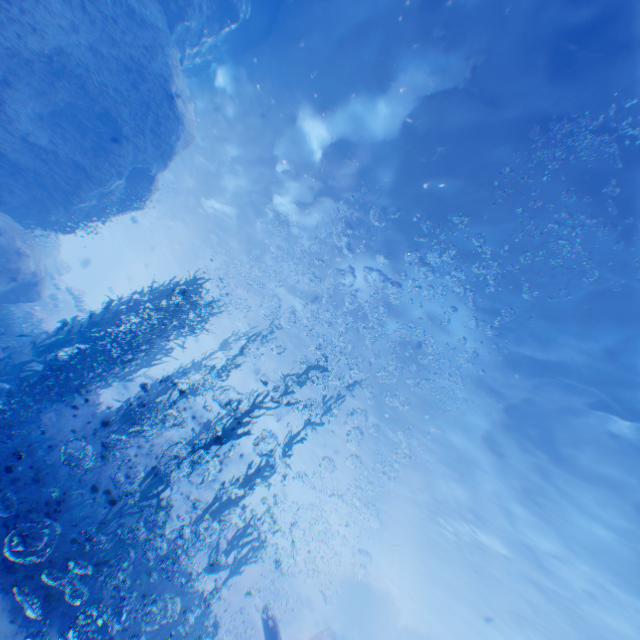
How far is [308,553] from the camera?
30.2m

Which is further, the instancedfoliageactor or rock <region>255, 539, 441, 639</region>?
rock <region>255, 539, 441, 639</region>

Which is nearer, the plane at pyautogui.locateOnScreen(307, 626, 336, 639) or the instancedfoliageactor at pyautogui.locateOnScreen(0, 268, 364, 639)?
the instancedfoliageactor at pyautogui.locateOnScreen(0, 268, 364, 639)

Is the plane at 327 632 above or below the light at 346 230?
below

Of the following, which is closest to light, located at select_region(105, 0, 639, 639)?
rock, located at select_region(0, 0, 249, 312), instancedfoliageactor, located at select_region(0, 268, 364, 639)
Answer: rock, located at select_region(0, 0, 249, 312)

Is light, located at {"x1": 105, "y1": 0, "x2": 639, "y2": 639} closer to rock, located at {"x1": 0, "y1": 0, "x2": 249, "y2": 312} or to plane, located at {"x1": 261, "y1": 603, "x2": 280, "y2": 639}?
rock, located at {"x1": 0, "y1": 0, "x2": 249, "y2": 312}

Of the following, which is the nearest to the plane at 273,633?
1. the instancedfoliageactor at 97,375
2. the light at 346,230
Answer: the instancedfoliageactor at 97,375
